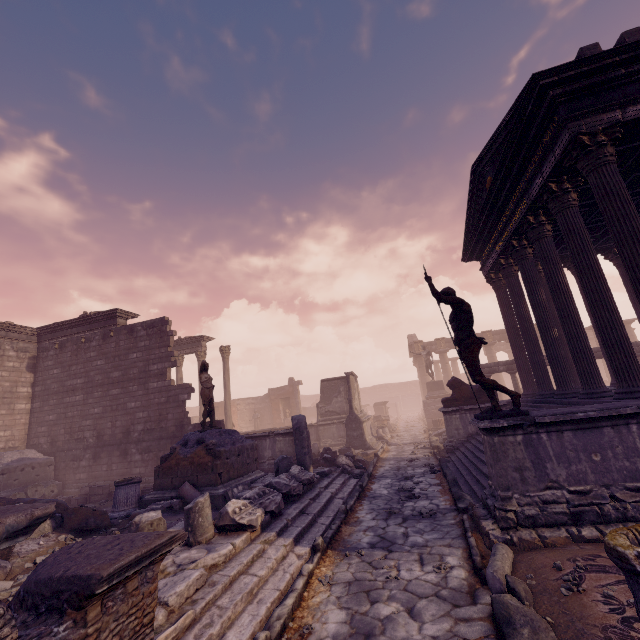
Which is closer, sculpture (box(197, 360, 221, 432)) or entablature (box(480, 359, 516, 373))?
sculpture (box(197, 360, 221, 432))

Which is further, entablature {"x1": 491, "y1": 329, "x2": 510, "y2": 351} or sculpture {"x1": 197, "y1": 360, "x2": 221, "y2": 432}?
entablature {"x1": 491, "y1": 329, "x2": 510, "y2": 351}

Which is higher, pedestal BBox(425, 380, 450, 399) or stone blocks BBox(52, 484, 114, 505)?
pedestal BBox(425, 380, 450, 399)

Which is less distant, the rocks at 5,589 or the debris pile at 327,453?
the rocks at 5,589

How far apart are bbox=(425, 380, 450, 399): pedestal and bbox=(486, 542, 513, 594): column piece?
19.7m

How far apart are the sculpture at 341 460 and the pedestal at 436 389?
13.71m

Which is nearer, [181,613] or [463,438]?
[181,613]

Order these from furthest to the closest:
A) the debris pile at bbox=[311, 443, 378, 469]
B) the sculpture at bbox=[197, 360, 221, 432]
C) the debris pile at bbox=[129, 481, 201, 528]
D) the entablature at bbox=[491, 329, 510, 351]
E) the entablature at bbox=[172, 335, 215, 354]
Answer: the entablature at bbox=[491, 329, 510, 351] → the entablature at bbox=[172, 335, 215, 354] → the debris pile at bbox=[311, 443, 378, 469] → the sculpture at bbox=[197, 360, 221, 432] → the debris pile at bbox=[129, 481, 201, 528]
